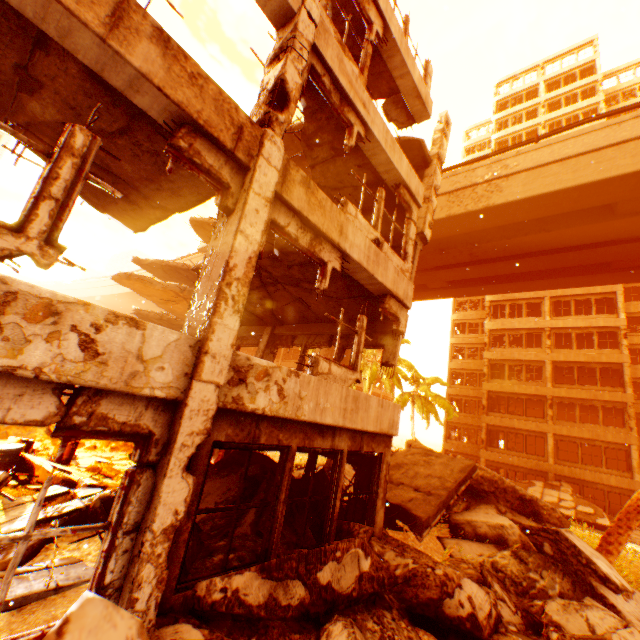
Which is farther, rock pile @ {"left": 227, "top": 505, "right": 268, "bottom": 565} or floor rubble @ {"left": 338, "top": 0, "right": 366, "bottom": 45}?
floor rubble @ {"left": 338, "top": 0, "right": 366, "bottom": 45}

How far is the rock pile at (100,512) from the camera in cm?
572

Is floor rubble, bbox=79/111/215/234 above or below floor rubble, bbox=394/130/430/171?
below

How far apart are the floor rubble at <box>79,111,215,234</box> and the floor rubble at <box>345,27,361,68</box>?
5.6 meters

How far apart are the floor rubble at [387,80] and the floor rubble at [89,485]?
11.4 meters

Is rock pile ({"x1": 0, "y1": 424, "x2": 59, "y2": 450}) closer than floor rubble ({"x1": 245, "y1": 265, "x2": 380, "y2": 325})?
No

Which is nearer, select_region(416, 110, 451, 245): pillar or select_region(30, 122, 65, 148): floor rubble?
select_region(30, 122, 65, 148): floor rubble

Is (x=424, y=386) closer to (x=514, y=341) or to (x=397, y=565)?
(x=514, y=341)
